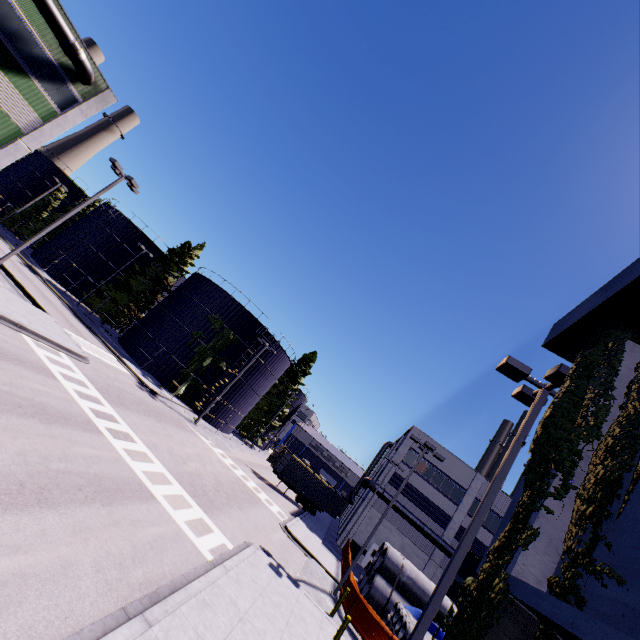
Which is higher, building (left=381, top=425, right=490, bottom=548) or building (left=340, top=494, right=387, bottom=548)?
building (left=381, top=425, right=490, bottom=548)

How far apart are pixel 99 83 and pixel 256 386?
31.8 meters

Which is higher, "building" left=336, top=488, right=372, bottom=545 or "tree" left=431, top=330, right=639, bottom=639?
Answer: "building" left=336, top=488, right=372, bottom=545

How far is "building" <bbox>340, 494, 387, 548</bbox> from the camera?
33.4m

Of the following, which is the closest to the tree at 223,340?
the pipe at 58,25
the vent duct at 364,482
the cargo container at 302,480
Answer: the cargo container at 302,480

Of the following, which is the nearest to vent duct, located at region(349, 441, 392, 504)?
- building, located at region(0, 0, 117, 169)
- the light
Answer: building, located at region(0, 0, 117, 169)

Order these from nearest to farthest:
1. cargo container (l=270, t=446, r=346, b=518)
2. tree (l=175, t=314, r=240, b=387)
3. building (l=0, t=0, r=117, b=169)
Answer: building (l=0, t=0, r=117, b=169)
cargo container (l=270, t=446, r=346, b=518)
tree (l=175, t=314, r=240, b=387)

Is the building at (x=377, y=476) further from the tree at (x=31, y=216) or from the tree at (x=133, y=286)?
the tree at (x=31, y=216)
